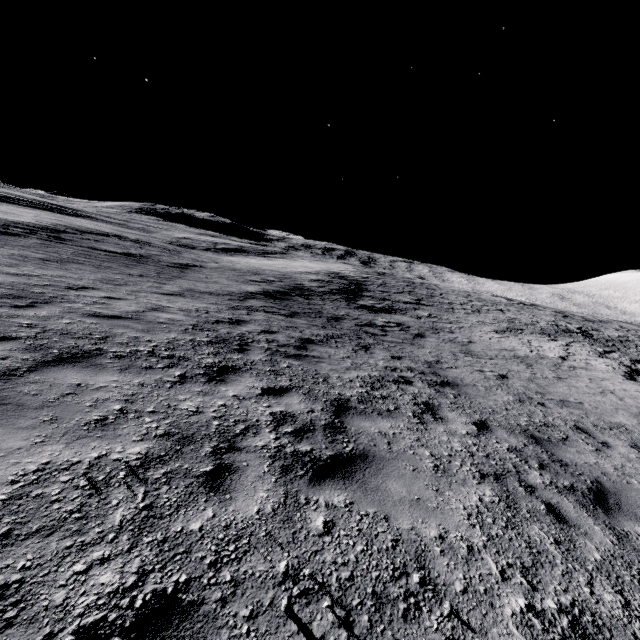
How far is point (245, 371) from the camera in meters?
5.9 m
